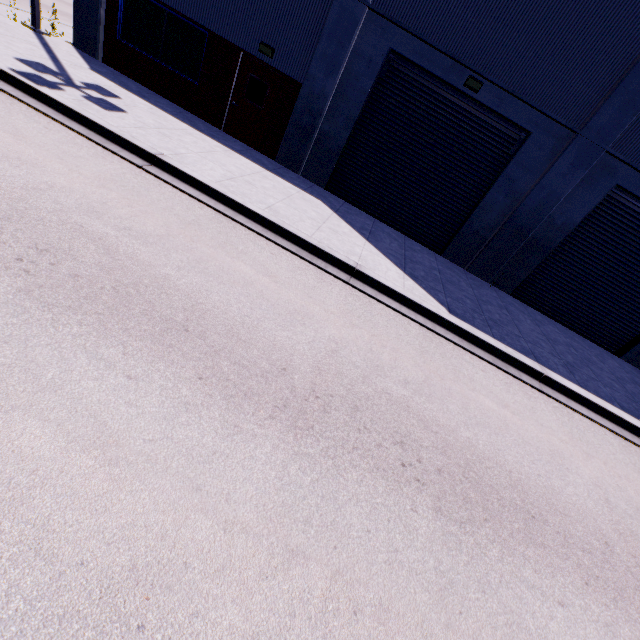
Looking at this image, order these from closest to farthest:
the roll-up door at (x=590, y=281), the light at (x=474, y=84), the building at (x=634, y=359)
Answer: the light at (x=474, y=84) < the roll-up door at (x=590, y=281) < the building at (x=634, y=359)

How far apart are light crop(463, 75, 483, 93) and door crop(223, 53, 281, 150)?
5.7 meters

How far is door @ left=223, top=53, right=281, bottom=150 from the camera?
10.5 meters

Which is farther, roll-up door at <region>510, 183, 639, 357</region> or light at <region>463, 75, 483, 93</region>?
roll-up door at <region>510, 183, 639, 357</region>

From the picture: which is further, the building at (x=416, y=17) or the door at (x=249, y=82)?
the door at (x=249, y=82)

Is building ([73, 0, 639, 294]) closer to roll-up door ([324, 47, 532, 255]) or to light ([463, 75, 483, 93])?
roll-up door ([324, 47, 532, 255])

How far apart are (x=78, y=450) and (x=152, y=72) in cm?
1359

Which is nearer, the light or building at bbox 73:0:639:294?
building at bbox 73:0:639:294
